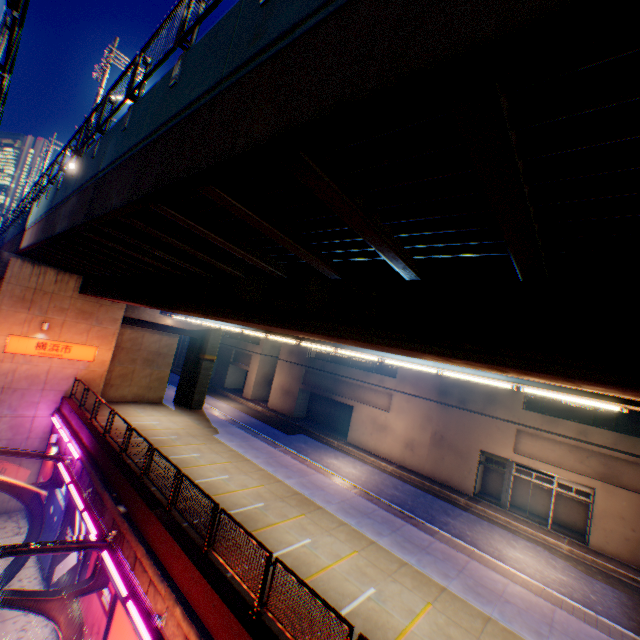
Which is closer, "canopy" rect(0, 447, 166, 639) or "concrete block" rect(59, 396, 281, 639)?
"concrete block" rect(59, 396, 281, 639)

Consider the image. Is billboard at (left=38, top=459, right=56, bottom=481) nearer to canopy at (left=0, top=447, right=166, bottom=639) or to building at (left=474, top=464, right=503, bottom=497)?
canopy at (left=0, top=447, right=166, bottom=639)

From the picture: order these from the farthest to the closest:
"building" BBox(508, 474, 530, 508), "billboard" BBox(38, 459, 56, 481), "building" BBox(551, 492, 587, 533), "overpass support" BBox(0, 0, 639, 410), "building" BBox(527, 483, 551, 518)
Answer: "building" BBox(508, 474, 530, 508), "building" BBox(527, 483, 551, 518), "building" BBox(551, 492, 587, 533), "billboard" BBox(38, 459, 56, 481), "overpass support" BBox(0, 0, 639, 410)

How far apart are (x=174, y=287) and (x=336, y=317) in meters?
7.9

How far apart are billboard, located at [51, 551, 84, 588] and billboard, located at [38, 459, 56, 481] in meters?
4.5

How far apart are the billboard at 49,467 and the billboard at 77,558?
4.50m

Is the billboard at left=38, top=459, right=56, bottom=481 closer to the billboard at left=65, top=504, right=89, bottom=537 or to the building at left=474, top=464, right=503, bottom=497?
the billboard at left=65, top=504, right=89, bottom=537
